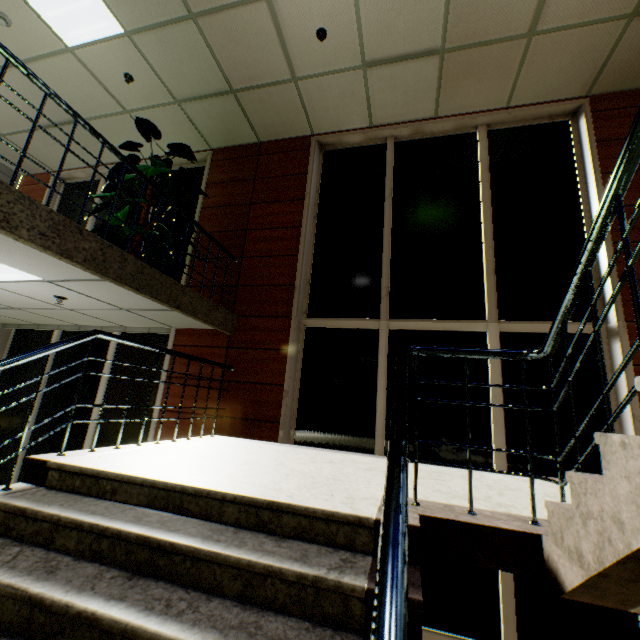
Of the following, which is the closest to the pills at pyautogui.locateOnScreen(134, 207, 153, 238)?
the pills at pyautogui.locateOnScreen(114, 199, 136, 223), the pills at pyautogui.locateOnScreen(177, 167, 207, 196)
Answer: the pills at pyautogui.locateOnScreen(114, 199, 136, 223)

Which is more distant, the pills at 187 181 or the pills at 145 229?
the pills at 187 181

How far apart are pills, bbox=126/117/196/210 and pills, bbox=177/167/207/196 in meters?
0.3 m

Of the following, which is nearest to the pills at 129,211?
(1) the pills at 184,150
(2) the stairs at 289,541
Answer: (1) the pills at 184,150

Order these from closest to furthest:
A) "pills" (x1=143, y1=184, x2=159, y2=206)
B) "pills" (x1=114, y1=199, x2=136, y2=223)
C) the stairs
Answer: the stairs → "pills" (x1=114, y1=199, x2=136, y2=223) → "pills" (x1=143, y1=184, x2=159, y2=206)

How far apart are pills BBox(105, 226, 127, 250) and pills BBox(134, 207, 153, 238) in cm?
47

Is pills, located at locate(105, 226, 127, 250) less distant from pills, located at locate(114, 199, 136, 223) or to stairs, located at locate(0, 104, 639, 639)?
pills, located at locate(114, 199, 136, 223)

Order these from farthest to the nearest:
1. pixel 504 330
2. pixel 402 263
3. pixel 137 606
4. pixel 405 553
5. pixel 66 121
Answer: pixel 66 121 < pixel 402 263 < pixel 504 330 < pixel 137 606 < pixel 405 553
